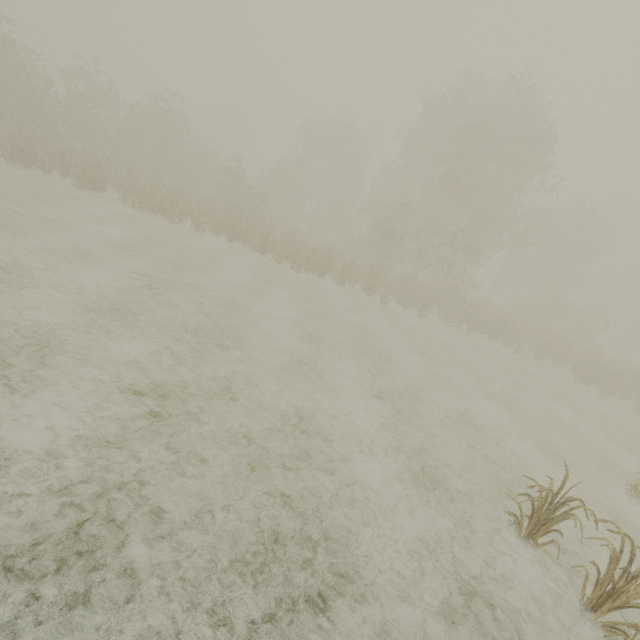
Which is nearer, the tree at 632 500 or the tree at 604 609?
the tree at 604 609

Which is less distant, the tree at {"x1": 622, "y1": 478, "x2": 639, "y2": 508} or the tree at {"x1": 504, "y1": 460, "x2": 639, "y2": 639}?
the tree at {"x1": 504, "y1": 460, "x2": 639, "y2": 639}

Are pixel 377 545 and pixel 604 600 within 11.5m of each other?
yes
